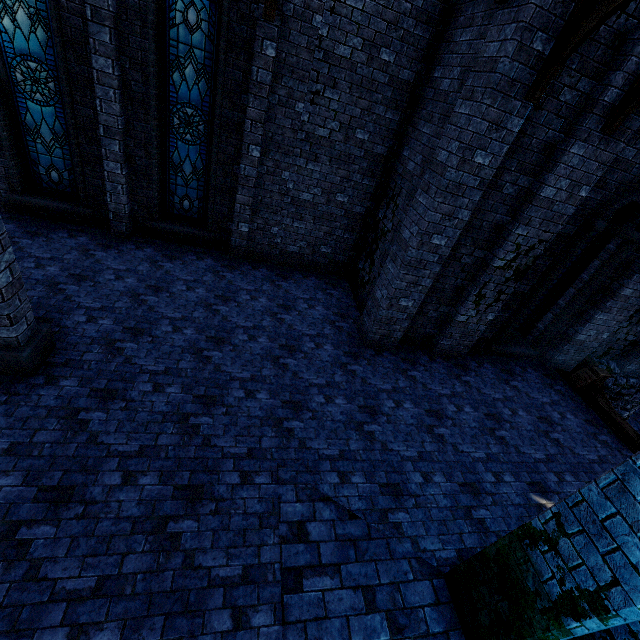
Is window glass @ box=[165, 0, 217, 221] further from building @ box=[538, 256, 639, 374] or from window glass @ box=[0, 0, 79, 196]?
window glass @ box=[0, 0, 79, 196]

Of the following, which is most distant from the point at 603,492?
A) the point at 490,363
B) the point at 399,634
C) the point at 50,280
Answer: the point at 50,280

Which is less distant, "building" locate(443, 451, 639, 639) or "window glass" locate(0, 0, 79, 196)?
"building" locate(443, 451, 639, 639)

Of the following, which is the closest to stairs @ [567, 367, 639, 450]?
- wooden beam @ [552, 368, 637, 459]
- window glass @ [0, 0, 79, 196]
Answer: wooden beam @ [552, 368, 637, 459]

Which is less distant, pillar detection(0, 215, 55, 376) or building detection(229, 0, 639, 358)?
pillar detection(0, 215, 55, 376)

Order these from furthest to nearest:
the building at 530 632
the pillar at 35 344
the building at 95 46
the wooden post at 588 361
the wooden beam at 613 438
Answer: the wooden post at 588 361
the wooden beam at 613 438
the building at 95 46
the pillar at 35 344
the building at 530 632

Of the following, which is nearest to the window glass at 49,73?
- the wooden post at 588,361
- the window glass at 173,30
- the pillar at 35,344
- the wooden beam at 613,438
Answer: the window glass at 173,30

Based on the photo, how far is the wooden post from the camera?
9.2m
